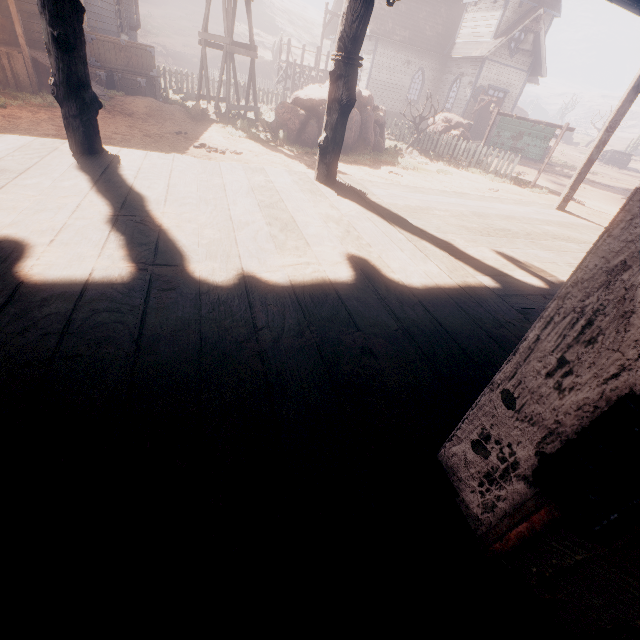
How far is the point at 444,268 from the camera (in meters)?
2.49

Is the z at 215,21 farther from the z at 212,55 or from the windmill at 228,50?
the windmill at 228,50

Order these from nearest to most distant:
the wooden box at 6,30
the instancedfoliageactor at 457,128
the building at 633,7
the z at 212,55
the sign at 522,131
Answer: the building at 633,7, the wooden box at 6,30, the sign at 522,131, the instancedfoliageactor at 457,128, the z at 212,55

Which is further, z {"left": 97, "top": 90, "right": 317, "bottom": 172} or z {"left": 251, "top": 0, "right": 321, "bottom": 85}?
z {"left": 251, "top": 0, "right": 321, "bottom": 85}

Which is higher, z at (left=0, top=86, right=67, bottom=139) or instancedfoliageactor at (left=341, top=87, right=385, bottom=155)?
instancedfoliageactor at (left=341, top=87, right=385, bottom=155)

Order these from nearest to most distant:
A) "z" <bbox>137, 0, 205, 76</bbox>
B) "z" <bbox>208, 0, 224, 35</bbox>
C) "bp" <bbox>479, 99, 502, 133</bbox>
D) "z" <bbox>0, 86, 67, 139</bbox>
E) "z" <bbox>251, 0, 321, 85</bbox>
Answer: "z" <bbox>0, 86, 67, 139</bbox>, "bp" <bbox>479, 99, 502, 133</bbox>, "z" <bbox>137, 0, 205, 76</bbox>, "z" <bbox>251, 0, 321, 85</bbox>, "z" <bbox>208, 0, 224, 35</bbox>

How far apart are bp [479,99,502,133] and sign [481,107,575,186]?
9.9 meters

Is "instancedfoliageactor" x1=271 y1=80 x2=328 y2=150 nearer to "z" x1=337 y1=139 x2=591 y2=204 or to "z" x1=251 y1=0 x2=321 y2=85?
"z" x1=337 y1=139 x2=591 y2=204
